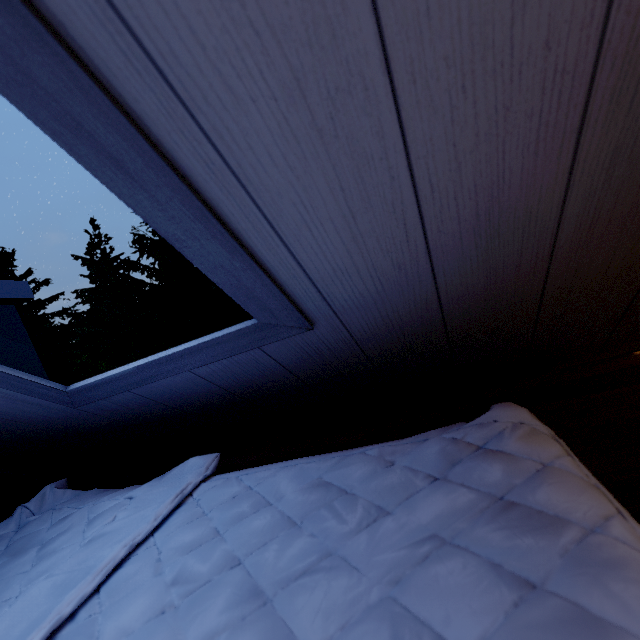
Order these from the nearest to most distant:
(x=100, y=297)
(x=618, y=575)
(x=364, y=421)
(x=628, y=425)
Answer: (x=618, y=575)
(x=628, y=425)
(x=364, y=421)
(x=100, y=297)
